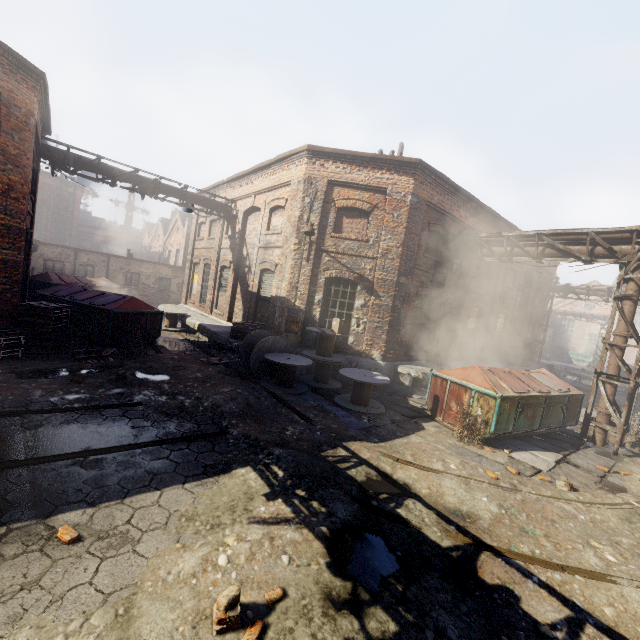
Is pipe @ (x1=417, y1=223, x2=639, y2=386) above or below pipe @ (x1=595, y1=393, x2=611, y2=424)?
above

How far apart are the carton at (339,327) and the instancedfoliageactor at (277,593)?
8.09m

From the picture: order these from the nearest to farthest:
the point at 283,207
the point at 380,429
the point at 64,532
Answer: the point at 64,532
the point at 380,429
the point at 283,207

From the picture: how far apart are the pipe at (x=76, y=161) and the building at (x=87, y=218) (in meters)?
43.25

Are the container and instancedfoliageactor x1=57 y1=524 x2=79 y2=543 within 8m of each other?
no

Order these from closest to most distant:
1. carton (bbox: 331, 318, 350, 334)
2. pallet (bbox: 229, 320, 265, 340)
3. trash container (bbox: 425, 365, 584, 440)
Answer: trash container (bbox: 425, 365, 584, 440) < carton (bbox: 331, 318, 350, 334) < pallet (bbox: 229, 320, 265, 340)

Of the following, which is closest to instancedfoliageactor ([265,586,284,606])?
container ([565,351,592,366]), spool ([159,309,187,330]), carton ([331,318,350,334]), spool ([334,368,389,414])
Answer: spool ([334,368,389,414])

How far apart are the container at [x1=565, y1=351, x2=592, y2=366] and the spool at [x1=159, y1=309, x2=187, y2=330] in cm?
4274
